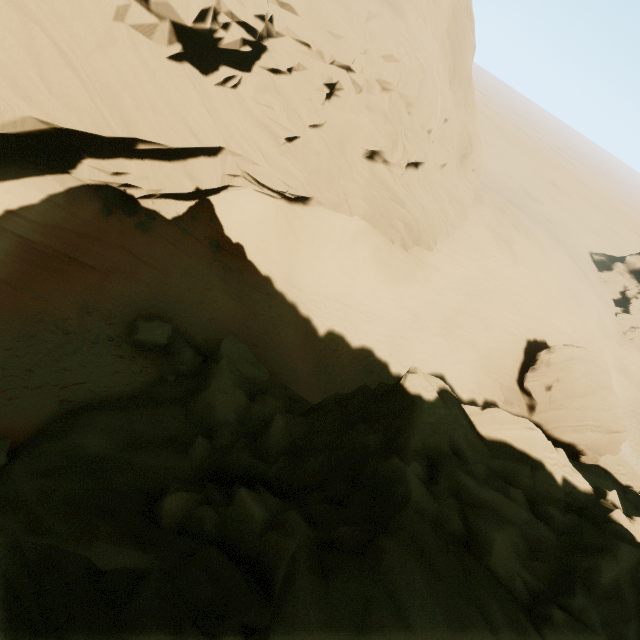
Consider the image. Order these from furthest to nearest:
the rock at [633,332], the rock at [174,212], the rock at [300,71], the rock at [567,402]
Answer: the rock at [633,332] → the rock at [174,212] → the rock at [300,71] → the rock at [567,402]

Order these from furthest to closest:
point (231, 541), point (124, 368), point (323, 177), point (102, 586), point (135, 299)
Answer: point (323, 177)
point (135, 299)
point (124, 368)
point (231, 541)
point (102, 586)

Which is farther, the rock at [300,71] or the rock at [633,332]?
the rock at [633,332]

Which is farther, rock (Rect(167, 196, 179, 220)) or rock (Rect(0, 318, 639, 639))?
rock (Rect(167, 196, 179, 220))

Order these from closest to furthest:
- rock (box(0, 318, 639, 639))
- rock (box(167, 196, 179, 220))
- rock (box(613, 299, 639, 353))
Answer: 1. rock (box(0, 318, 639, 639))
2. rock (box(167, 196, 179, 220))
3. rock (box(613, 299, 639, 353))

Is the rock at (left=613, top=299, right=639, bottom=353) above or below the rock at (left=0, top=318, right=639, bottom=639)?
below

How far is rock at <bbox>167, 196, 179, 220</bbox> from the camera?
17.48m
